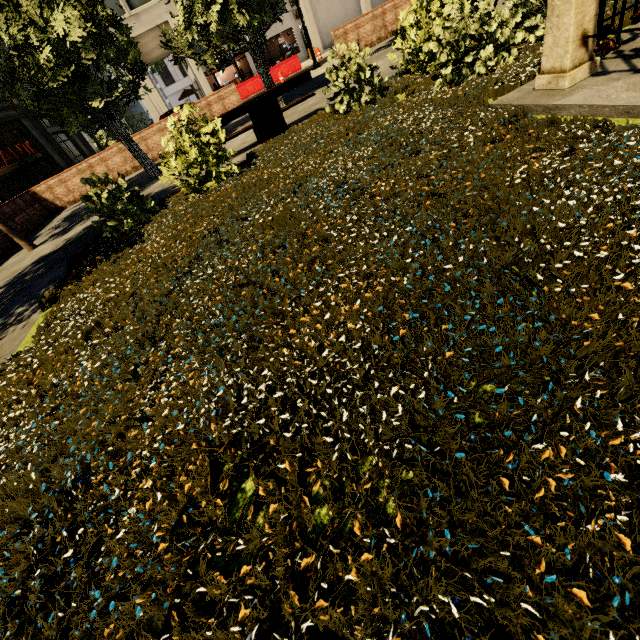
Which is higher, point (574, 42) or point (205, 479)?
point (574, 42)

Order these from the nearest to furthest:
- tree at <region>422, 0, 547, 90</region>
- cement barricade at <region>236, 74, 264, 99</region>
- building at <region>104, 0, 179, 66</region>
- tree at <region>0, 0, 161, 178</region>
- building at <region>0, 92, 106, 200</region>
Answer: tree at <region>422, 0, 547, 90</region> < tree at <region>0, 0, 161, 178</region> < building at <region>104, 0, 179, 66</region> < cement barricade at <region>236, 74, 264, 99</region> < building at <region>0, 92, 106, 200</region>

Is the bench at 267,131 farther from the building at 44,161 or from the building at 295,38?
the building at 44,161

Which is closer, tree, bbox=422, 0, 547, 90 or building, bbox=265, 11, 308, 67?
tree, bbox=422, 0, 547, 90

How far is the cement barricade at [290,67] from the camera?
22.98m

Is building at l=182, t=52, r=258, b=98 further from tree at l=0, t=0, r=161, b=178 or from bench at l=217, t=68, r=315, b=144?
bench at l=217, t=68, r=315, b=144

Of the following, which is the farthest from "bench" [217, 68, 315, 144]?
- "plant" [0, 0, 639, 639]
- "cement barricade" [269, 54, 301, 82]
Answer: "cement barricade" [269, 54, 301, 82]

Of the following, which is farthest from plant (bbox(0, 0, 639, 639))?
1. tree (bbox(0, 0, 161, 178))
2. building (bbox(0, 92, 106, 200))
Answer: building (bbox(0, 92, 106, 200))
